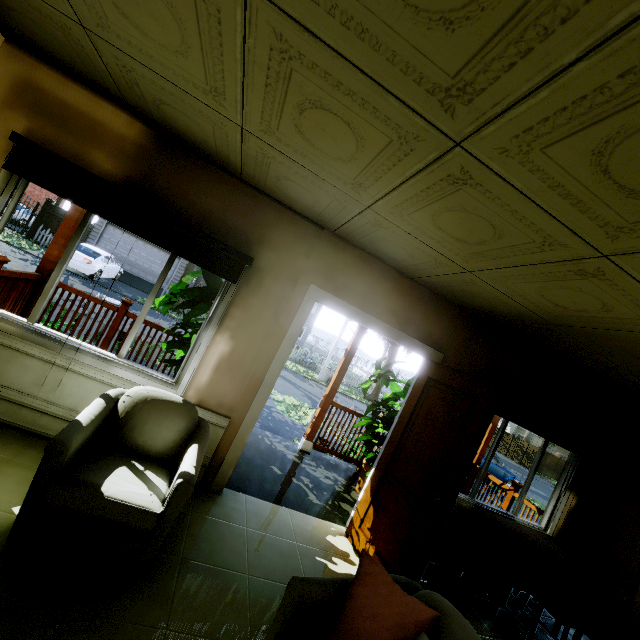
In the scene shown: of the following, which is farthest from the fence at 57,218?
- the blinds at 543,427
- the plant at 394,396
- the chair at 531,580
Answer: the chair at 531,580

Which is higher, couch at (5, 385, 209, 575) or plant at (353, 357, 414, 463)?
plant at (353, 357, 414, 463)

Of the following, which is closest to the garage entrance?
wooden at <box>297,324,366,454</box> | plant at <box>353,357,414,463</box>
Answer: wooden at <box>297,324,366,454</box>

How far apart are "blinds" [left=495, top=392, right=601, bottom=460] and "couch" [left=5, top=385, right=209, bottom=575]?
3.0 meters

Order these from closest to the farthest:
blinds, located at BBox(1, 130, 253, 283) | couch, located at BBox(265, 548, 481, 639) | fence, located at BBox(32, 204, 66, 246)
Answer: couch, located at BBox(265, 548, 481, 639), blinds, located at BBox(1, 130, 253, 283), fence, located at BBox(32, 204, 66, 246)

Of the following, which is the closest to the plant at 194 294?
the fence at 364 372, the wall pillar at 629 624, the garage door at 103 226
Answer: the fence at 364 372

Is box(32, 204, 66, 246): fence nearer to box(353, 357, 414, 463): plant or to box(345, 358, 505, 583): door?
box(353, 357, 414, 463): plant

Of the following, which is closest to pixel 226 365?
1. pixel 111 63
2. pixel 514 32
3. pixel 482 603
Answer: pixel 111 63
